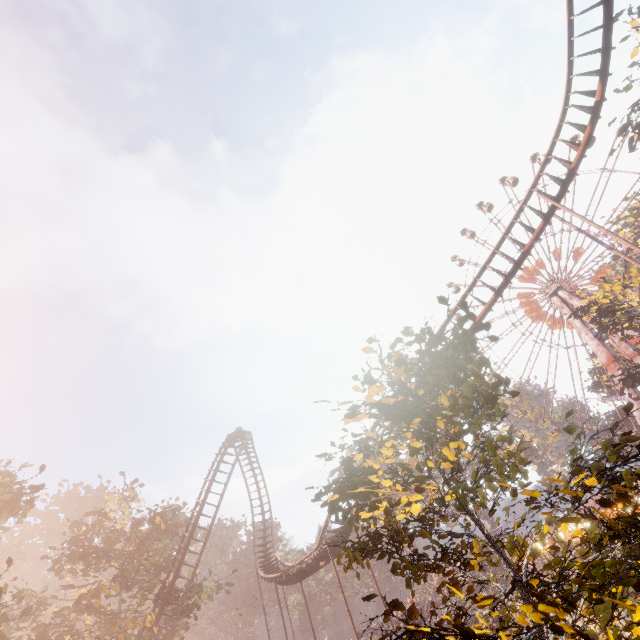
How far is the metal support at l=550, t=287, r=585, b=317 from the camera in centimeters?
4469cm

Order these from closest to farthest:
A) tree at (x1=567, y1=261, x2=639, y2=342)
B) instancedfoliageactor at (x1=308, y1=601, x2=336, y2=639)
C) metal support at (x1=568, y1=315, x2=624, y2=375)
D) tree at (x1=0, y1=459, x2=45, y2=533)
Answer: tree at (x1=0, y1=459, x2=45, y2=533), tree at (x1=567, y1=261, x2=639, y2=342), metal support at (x1=568, y1=315, x2=624, y2=375), instancedfoliageactor at (x1=308, y1=601, x2=336, y2=639)

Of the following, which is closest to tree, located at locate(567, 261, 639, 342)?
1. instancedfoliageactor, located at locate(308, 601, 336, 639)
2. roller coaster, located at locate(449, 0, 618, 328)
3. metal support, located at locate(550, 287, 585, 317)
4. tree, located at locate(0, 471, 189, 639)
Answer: metal support, located at locate(550, 287, 585, 317)

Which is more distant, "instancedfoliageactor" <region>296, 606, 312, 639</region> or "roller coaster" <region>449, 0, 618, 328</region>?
"instancedfoliageactor" <region>296, 606, 312, 639</region>

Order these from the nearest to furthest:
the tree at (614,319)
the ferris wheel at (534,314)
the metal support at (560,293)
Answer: the tree at (614,319)
the metal support at (560,293)
the ferris wheel at (534,314)

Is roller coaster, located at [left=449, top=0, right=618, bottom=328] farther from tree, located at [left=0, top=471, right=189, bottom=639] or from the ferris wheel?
the ferris wheel

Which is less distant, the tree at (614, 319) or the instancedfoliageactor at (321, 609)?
the tree at (614, 319)

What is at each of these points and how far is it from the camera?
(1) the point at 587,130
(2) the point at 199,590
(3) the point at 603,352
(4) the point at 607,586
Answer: (1) roller coaster, 15.84m
(2) tree, 27.52m
(3) metal support, 41.56m
(4) instancedfoliageactor, 5.29m
